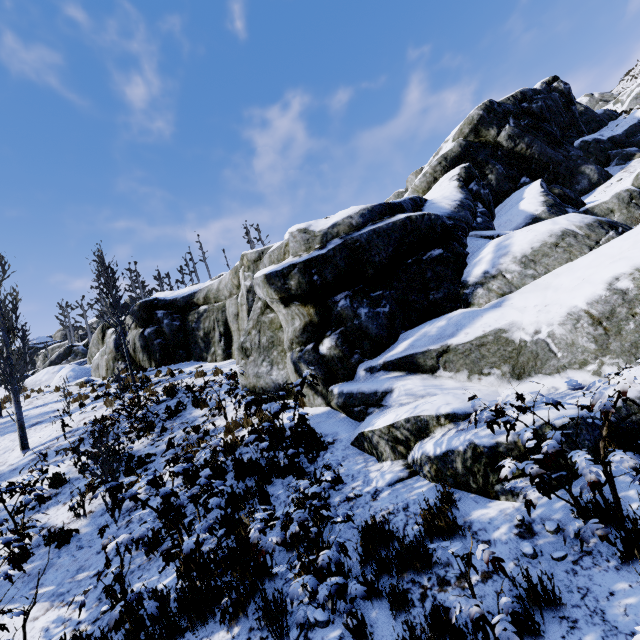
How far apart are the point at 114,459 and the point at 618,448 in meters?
8.7 m

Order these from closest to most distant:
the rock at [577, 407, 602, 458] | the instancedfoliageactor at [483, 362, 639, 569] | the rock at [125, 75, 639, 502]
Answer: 1. the instancedfoliageactor at [483, 362, 639, 569]
2. the rock at [577, 407, 602, 458]
3. the rock at [125, 75, 639, 502]

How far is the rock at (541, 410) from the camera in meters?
4.4

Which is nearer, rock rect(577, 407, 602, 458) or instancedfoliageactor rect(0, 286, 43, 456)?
rock rect(577, 407, 602, 458)

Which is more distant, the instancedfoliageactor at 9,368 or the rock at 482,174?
the instancedfoliageactor at 9,368

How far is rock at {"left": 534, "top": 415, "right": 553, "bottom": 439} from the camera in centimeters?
419cm
